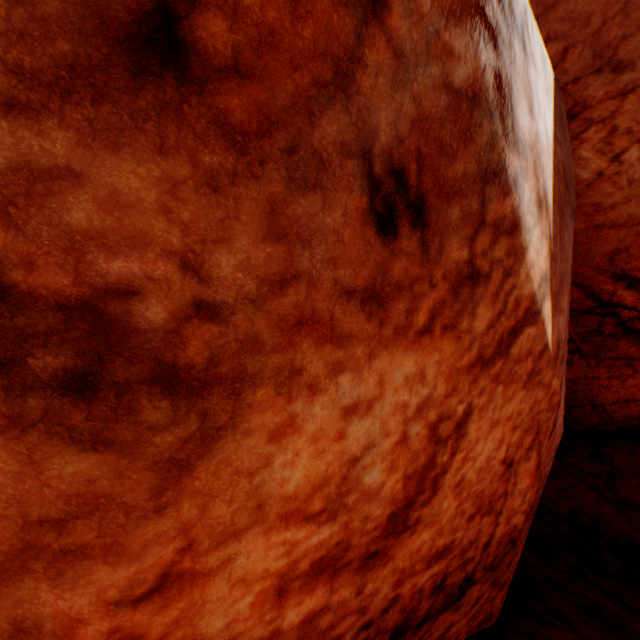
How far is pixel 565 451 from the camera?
7.3 meters
